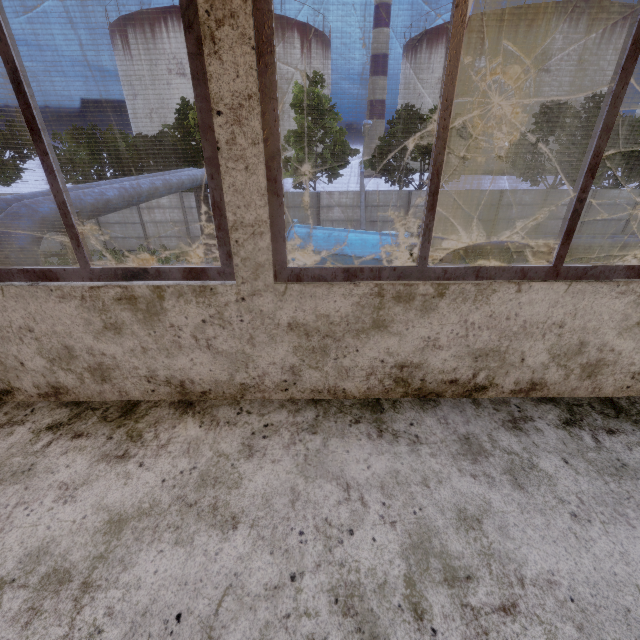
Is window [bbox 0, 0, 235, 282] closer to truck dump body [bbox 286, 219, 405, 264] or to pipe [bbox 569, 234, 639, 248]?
truck dump body [bbox 286, 219, 405, 264]

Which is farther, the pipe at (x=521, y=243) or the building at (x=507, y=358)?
the pipe at (x=521, y=243)

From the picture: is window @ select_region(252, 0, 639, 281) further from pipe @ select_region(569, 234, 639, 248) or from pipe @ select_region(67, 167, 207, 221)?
pipe @ select_region(569, 234, 639, 248)

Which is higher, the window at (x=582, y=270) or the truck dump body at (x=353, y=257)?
the window at (x=582, y=270)

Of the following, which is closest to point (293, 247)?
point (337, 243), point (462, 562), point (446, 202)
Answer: point (337, 243)

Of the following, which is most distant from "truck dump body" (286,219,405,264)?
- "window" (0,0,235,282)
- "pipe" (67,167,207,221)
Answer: "window" (0,0,235,282)

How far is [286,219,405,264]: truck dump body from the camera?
13.59m

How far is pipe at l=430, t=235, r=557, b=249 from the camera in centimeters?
Result: 1877cm
